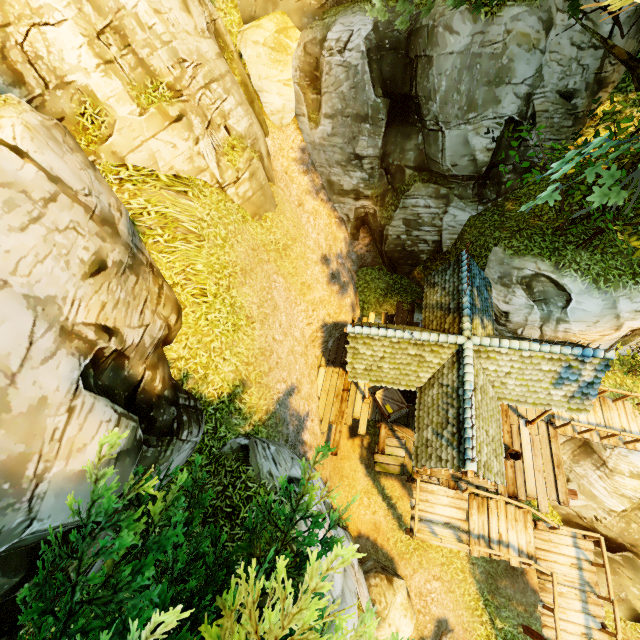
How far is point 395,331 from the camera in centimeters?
999cm

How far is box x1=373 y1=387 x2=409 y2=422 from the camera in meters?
12.5 m

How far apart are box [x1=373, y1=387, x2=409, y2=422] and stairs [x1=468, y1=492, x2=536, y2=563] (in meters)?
4.19

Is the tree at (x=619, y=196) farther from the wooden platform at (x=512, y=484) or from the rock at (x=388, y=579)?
the rock at (x=388, y=579)

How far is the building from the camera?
8.62m

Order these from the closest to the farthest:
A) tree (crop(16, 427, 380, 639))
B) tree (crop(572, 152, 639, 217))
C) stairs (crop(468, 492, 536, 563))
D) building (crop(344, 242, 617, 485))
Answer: tree (crop(16, 427, 380, 639))
tree (crop(572, 152, 639, 217))
building (crop(344, 242, 617, 485))
stairs (crop(468, 492, 536, 563))

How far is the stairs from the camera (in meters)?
10.77
